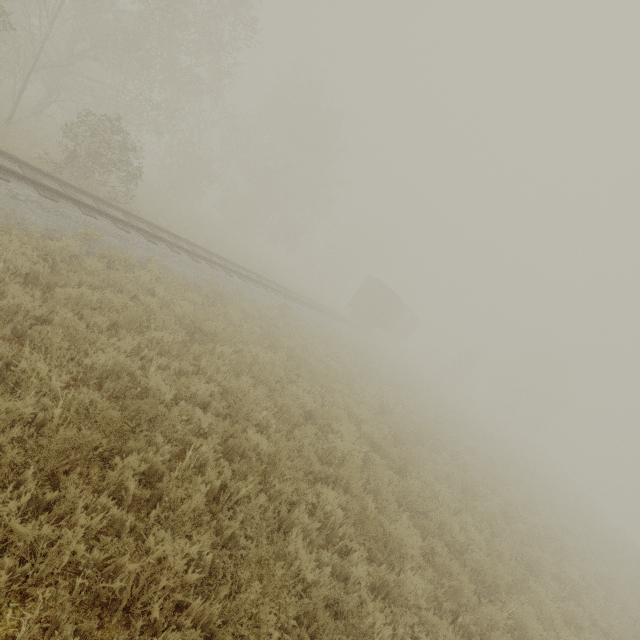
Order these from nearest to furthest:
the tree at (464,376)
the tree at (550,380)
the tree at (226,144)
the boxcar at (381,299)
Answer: the tree at (226,144)
the boxcar at (381,299)
the tree at (464,376)
the tree at (550,380)

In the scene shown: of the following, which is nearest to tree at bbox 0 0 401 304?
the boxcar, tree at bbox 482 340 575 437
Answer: the boxcar

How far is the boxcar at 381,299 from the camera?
30.62m

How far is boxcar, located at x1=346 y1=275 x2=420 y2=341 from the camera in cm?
3062

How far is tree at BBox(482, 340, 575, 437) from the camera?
49.94m

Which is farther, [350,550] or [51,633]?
[350,550]

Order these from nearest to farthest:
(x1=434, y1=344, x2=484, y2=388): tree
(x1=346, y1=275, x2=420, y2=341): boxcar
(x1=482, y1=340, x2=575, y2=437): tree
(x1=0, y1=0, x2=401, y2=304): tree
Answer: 1. (x1=0, y1=0, x2=401, y2=304): tree
2. (x1=346, y1=275, x2=420, y2=341): boxcar
3. (x1=434, y1=344, x2=484, y2=388): tree
4. (x1=482, y1=340, x2=575, y2=437): tree
